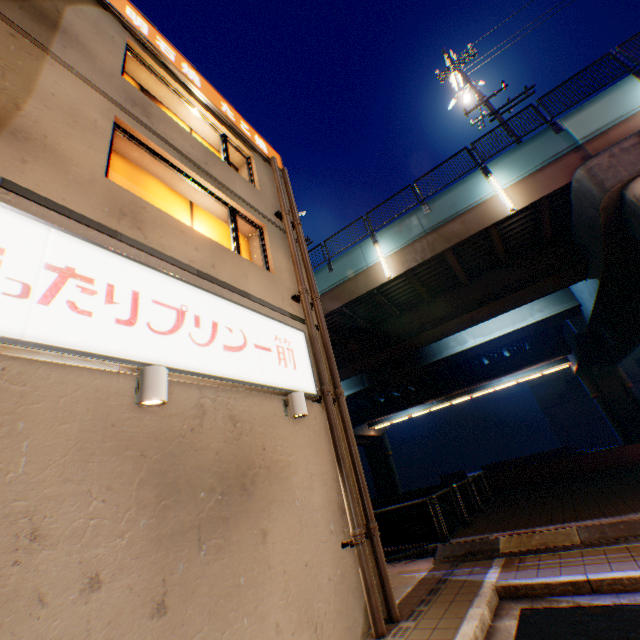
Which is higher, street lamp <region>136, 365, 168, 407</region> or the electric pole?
the electric pole

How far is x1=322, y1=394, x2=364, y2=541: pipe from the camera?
5.45m

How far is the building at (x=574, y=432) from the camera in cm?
4050

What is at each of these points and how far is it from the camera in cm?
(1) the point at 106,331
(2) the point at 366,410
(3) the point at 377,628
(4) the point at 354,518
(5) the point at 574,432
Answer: (1) sign, 353
(2) overpass support, 3403
(3) pipe, 483
(4) pipe, 551
(5) building, 4338

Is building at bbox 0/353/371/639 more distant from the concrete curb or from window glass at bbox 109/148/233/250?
the concrete curb

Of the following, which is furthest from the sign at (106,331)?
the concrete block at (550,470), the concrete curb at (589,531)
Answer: the concrete block at (550,470)

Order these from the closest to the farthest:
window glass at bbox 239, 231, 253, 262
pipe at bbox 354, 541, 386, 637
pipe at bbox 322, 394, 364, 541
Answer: pipe at bbox 354, 541, 386, 637 → pipe at bbox 322, 394, 364, 541 → window glass at bbox 239, 231, 253, 262

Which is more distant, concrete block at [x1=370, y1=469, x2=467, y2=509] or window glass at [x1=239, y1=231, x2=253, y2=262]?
concrete block at [x1=370, y1=469, x2=467, y2=509]
